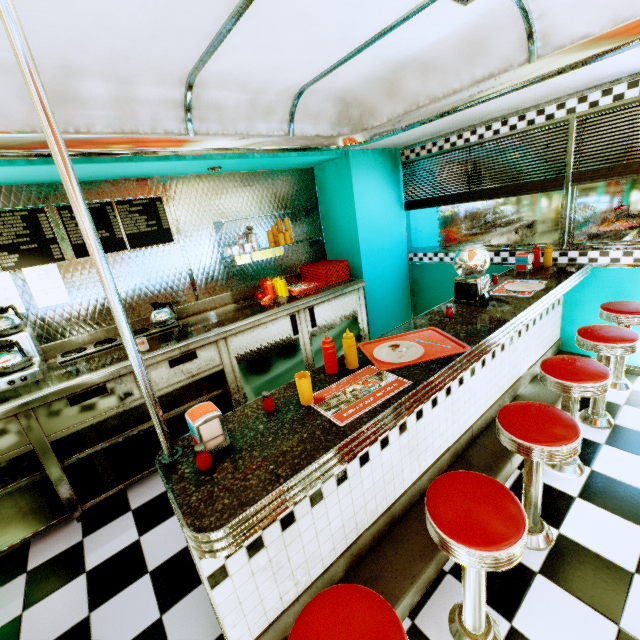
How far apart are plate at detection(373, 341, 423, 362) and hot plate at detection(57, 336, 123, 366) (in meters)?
2.21

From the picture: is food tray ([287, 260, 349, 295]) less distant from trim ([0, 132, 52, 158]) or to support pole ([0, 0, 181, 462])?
trim ([0, 132, 52, 158])

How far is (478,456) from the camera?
2.39m

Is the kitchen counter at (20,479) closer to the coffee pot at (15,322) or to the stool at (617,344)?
the coffee pot at (15,322)

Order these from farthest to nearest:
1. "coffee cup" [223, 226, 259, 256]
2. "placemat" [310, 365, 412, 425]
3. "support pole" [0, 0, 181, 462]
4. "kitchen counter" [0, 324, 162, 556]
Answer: "coffee cup" [223, 226, 259, 256] → "kitchen counter" [0, 324, 162, 556] → "placemat" [310, 365, 412, 425] → "support pole" [0, 0, 181, 462]

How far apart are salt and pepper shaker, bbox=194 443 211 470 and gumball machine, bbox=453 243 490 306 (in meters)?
2.18

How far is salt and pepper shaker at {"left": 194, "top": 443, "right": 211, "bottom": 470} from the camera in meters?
1.2 m

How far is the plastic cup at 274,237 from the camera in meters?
4.1 m
